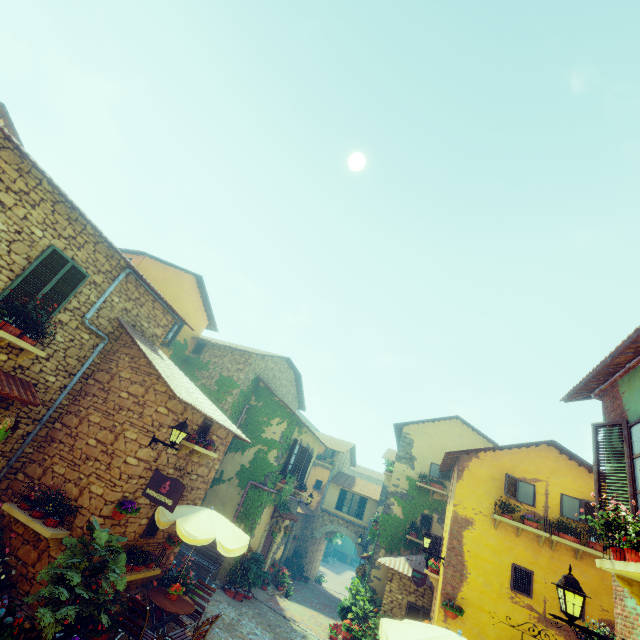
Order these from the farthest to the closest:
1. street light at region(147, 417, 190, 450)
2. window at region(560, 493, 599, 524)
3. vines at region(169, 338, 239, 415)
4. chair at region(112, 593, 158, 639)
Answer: vines at region(169, 338, 239, 415) → window at region(560, 493, 599, 524) → street light at region(147, 417, 190, 450) → chair at region(112, 593, 158, 639)

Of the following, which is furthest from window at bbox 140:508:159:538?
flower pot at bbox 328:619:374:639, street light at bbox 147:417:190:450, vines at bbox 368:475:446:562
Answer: vines at bbox 368:475:446:562

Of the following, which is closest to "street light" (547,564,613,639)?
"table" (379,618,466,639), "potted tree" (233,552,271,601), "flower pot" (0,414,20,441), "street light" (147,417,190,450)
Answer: "table" (379,618,466,639)

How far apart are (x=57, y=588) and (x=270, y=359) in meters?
12.7 m

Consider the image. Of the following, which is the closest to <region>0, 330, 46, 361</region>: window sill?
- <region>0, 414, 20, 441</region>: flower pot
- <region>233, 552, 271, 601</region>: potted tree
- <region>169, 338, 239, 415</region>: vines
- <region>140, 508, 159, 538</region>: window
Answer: <region>0, 414, 20, 441</region>: flower pot

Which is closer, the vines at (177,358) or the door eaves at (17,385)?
the door eaves at (17,385)

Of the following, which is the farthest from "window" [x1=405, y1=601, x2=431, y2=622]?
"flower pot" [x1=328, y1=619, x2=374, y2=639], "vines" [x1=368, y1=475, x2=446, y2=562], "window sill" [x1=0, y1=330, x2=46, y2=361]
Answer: "flower pot" [x1=328, y1=619, x2=374, y2=639]

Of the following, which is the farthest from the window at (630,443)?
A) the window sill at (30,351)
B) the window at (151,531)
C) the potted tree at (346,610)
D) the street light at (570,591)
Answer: the potted tree at (346,610)
